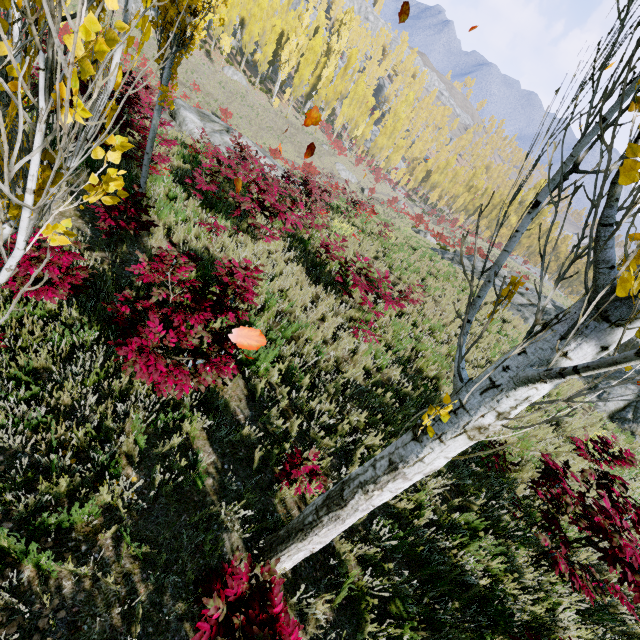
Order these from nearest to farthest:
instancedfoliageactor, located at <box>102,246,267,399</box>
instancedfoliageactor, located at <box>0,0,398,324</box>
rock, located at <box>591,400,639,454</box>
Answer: instancedfoliageactor, located at <box>0,0,398,324</box> < instancedfoliageactor, located at <box>102,246,267,399</box> < rock, located at <box>591,400,639,454</box>

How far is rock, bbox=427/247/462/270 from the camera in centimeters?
1923cm

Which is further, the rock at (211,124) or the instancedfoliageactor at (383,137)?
the instancedfoliageactor at (383,137)

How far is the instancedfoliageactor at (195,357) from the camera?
2.8 meters

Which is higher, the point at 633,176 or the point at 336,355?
the point at 633,176

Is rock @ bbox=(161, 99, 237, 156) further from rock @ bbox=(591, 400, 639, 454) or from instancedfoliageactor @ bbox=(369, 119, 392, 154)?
rock @ bbox=(591, 400, 639, 454)

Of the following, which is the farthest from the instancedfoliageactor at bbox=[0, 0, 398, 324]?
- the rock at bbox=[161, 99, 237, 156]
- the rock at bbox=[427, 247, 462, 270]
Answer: the rock at bbox=[427, 247, 462, 270]
